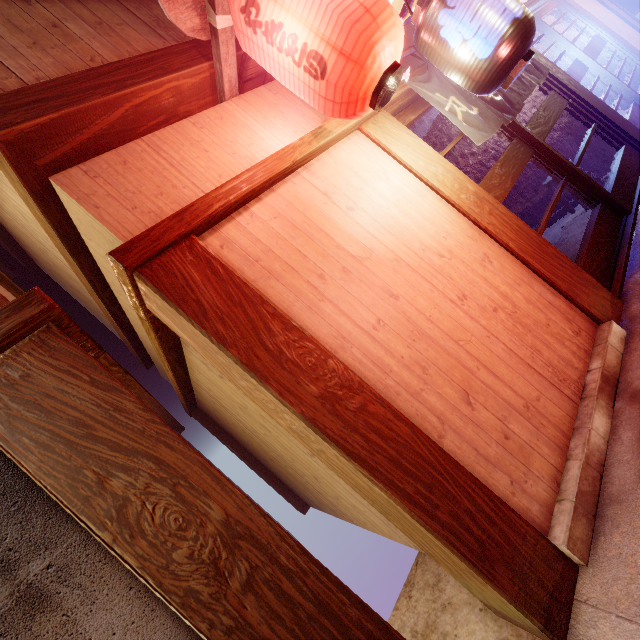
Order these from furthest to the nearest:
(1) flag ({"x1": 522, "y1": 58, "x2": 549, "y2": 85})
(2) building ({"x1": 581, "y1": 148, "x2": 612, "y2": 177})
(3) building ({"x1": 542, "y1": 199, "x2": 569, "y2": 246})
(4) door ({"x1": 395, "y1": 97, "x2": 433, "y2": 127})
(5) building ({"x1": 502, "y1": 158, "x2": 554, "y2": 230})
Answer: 1. (5) building ({"x1": 502, "y1": 158, "x2": 554, "y2": 230})
2. (3) building ({"x1": 542, "y1": 199, "x2": 569, "y2": 246})
3. (2) building ({"x1": 581, "y1": 148, "x2": 612, "y2": 177})
4. (1) flag ({"x1": 522, "y1": 58, "x2": 549, "y2": 85})
5. (4) door ({"x1": 395, "y1": 97, "x2": 433, "y2": 127})

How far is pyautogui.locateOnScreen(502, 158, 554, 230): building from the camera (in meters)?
10.49

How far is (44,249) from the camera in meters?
8.0

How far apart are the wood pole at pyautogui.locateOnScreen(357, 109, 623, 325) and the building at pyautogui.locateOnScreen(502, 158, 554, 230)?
6.6 meters

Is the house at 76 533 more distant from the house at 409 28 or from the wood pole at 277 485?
the wood pole at 277 485

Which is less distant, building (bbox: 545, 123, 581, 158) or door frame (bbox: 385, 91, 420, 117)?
door frame (bbox: 385, 91, 420, 117)

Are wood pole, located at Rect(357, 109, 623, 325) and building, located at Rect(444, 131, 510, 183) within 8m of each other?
yes

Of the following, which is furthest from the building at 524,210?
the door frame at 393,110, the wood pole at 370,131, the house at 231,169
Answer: the wood pole at 370,131
